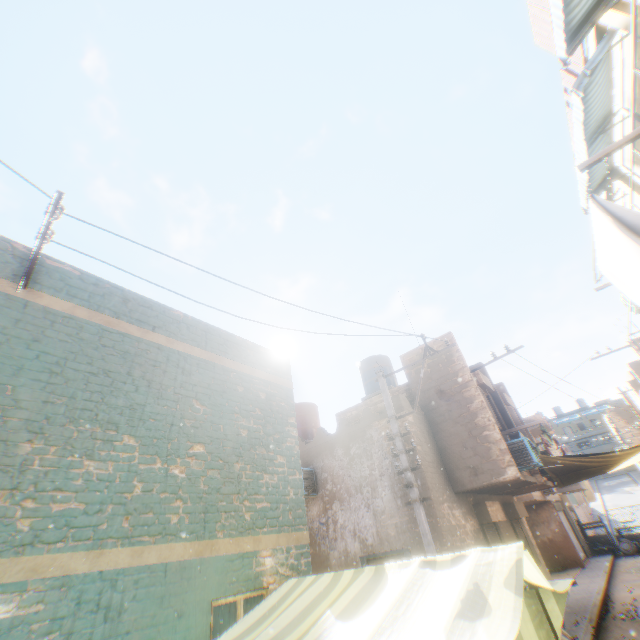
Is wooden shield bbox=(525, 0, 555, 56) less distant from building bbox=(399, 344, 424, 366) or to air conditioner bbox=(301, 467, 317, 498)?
building bbox=(399, 344, 424, 366)

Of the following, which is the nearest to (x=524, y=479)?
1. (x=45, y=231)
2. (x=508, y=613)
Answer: (x=508, y=613)

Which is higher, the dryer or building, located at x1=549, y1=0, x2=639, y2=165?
building, located at x1=549, y1=0, x2=639, y2=165

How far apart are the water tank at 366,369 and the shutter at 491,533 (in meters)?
5.80

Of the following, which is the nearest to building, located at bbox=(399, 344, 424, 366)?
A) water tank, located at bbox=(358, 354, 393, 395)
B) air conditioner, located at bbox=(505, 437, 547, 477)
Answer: air conditioner, located at bbox=(505, 437, 547, 477)

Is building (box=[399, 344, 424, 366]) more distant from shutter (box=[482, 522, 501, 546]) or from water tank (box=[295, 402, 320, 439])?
water tank (box=[295, 402, 320, 439])

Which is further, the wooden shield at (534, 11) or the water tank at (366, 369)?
the water tank at (366, 369)

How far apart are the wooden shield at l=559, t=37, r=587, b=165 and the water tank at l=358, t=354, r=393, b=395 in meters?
10.0 m
